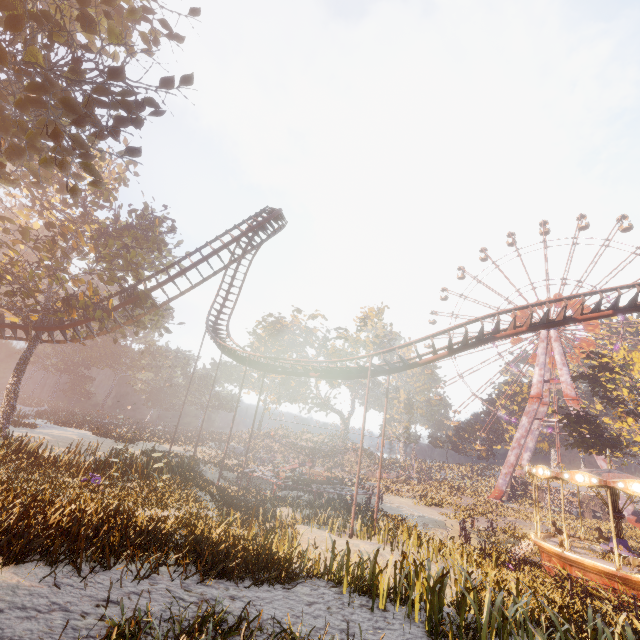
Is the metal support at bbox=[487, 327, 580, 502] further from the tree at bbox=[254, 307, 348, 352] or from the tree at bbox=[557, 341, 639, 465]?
the tree at bbox=[254, 307, 348, 352]

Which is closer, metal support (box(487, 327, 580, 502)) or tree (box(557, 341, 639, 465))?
tree (box(557, 341, 639, 465))

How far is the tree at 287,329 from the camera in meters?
55.7

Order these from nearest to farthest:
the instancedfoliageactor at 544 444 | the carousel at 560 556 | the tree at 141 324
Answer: the carousel at 560 556
the tree at 141 324
the instancedfoliageactor at 544 444

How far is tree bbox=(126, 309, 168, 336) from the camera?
23.8 meters

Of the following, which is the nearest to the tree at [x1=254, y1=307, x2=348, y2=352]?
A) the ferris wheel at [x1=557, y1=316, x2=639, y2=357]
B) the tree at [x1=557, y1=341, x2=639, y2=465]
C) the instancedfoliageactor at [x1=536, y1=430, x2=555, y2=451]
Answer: the ferris wheel at [x1=557, y1=316, x2=639, y2=357]

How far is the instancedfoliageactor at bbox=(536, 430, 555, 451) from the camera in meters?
55.3 m

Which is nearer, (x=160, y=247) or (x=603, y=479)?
(x=603, y=479)
